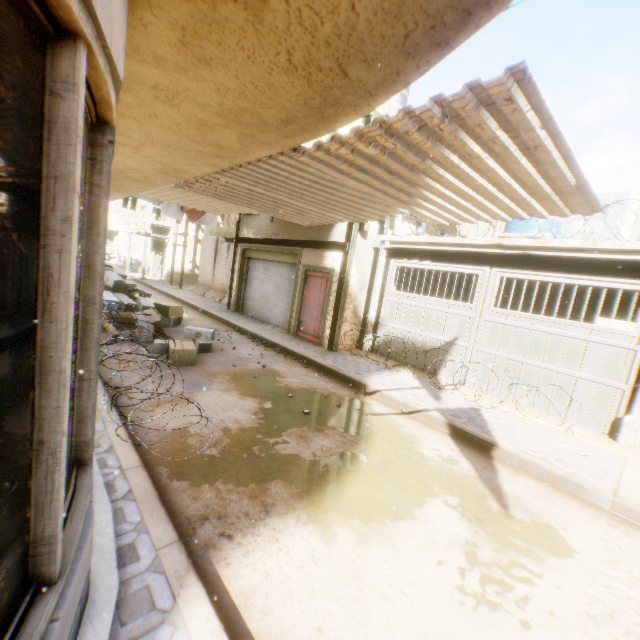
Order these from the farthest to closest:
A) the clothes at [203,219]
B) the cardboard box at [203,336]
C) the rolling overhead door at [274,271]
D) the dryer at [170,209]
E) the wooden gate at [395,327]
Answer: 1. the rolling overhead door at [274,271]
2. the clothes at [203,219]
3. the dryer at [170,209]
4. the wooden gate at [395,327]
5. the cardboard box at [203,336]

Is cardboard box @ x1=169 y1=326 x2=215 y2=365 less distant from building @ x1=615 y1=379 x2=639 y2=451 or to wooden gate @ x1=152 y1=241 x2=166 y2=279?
building @ x1=615 y1=379 x2=639 y2=451

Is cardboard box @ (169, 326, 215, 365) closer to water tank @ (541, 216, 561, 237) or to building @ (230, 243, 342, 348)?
building @ (230, 243, 342, 348)

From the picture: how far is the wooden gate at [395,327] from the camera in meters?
8.1 m

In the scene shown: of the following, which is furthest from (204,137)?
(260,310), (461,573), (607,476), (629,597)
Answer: (260,310)

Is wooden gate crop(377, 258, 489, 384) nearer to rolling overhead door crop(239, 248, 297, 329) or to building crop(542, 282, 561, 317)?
building crop(542, 282, 561, 317)

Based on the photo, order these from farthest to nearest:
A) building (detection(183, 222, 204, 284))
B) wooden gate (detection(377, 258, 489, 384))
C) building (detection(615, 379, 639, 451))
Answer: building (detection(183, 222, 204, 284)) → wooden gate (detection(377, 258, 489, 384)) → building (detection(615, 379, 639, 451))

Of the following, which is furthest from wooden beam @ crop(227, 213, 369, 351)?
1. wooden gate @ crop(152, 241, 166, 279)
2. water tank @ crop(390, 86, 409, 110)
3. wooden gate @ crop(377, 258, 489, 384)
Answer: water tank @ crop(390, 86, 409, 110)
